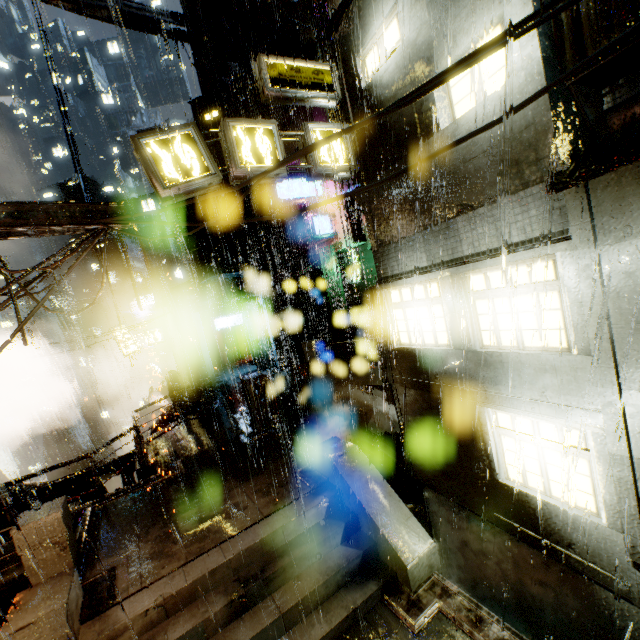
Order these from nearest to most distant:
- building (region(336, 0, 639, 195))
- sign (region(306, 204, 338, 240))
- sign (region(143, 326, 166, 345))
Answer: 1. building (region(336, 0, 639, 195))
2. sign (region(306, 204, 338, 240))
3. sign (region(143, 326, 166, 345))

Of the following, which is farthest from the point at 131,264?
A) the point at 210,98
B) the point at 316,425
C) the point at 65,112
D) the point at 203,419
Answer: the point at 316,425

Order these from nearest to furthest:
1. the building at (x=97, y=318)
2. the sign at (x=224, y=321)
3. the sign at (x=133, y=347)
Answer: the building at (x=97, y=318) < the sign at (x=133, y=347) < the sign at (x=224, y=321)

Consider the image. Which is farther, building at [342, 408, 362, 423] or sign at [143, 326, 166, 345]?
sign at [143, 326, 166, 345]

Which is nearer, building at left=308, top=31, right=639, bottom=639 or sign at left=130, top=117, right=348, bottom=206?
building at left=308, top=31, right=639, bottom=639

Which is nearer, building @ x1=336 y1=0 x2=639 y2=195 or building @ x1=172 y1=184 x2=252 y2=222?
building @ x1=336 y1=0 x2=639 y2=195

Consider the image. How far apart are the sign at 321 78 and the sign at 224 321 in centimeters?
1956cm

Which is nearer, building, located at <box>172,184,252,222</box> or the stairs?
the stairs
